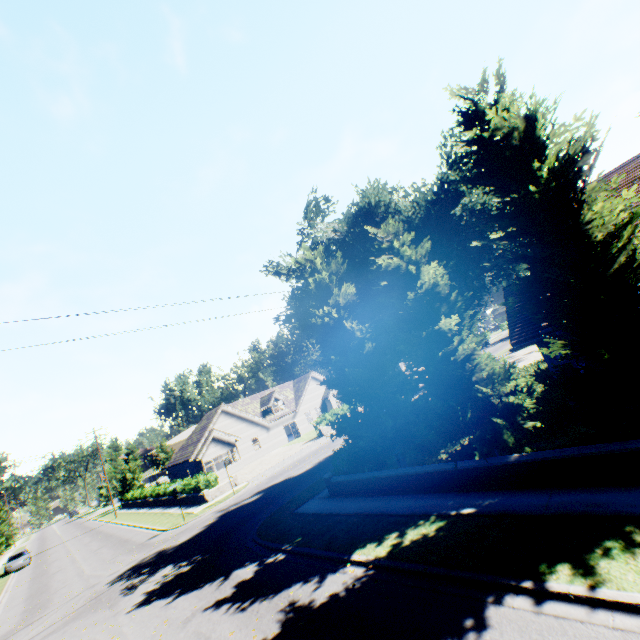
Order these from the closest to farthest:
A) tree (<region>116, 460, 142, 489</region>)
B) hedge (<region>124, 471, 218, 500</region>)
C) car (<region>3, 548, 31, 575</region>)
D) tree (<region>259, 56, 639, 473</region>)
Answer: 1. tree (<region>259, 56, 639, 473</region>)
2. hedge (<region>124, 471, 218, 500</region>)
3. car (<region>3, 548, 31, 575</region>)
4. tree (<region>116, 460, 142, 489</region>)

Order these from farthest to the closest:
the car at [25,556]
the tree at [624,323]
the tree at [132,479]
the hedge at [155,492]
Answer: the tree at [132,479] < the car at [25,556] < the hedge at [155,492] < the tree at [624,323]

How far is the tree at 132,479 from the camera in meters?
53.3

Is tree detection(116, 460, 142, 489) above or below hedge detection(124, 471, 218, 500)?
above

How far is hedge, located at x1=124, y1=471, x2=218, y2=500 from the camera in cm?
2648

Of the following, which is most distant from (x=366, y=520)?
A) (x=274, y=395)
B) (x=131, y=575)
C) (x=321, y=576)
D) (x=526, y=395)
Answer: (x=274, y=395)

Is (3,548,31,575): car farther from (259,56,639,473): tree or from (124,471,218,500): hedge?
(124,471,218,500): hedge

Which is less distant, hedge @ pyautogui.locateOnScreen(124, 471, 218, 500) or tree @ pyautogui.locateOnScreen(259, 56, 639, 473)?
tree @ pyautogui.locateOnScreen(259, 56, 639, 473)
